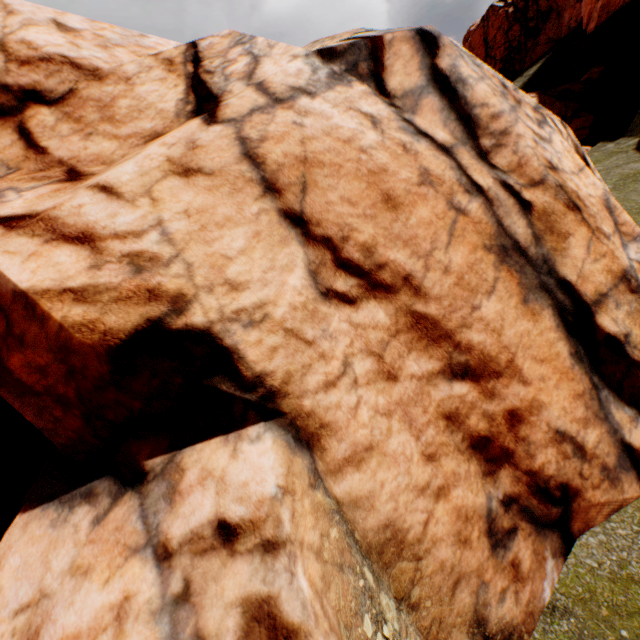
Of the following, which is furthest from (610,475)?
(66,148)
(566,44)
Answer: (566,44)
